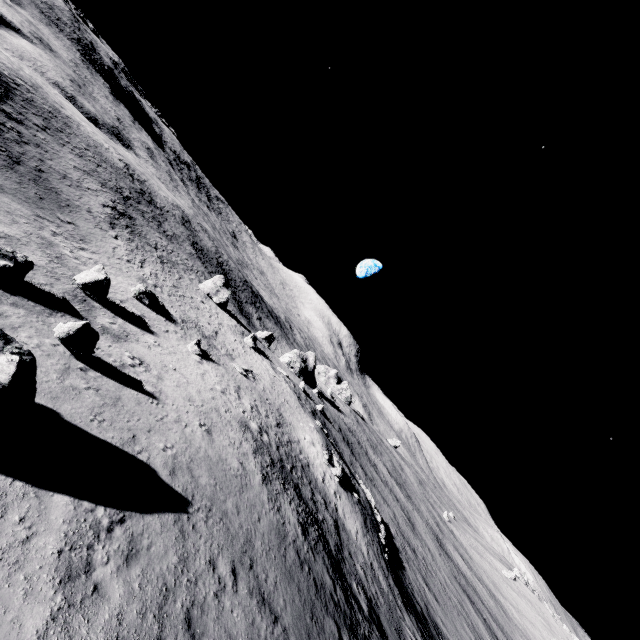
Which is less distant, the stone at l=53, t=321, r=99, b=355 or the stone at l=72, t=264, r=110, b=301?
the stone at l=53, t=321, r=99, b=355

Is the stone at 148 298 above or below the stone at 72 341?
below

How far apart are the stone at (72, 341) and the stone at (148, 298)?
17.3 meters

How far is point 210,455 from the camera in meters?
15.9

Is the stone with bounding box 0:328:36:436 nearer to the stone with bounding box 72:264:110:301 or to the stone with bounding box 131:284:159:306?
the stone with bounding box 72:264:110:301

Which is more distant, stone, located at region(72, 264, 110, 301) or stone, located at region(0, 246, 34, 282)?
stone, located at region(72, 264, 110, 301)

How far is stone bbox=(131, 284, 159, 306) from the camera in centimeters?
3117cm

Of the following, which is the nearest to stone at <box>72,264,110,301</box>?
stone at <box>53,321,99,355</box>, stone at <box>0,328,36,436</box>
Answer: Answer: stone at <box>53,321,99,355</box>
